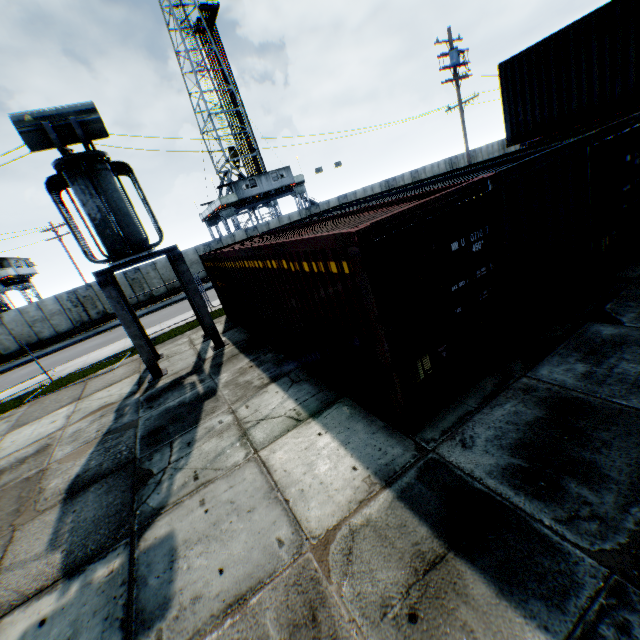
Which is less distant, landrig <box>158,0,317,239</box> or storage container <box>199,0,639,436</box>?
storage container <box>199,0,639,436</box>

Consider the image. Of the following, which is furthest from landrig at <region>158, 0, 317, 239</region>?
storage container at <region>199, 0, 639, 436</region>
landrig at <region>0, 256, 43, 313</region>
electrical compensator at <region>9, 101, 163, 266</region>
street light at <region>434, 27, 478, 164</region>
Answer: electrical compensator at <region>9, 101, 163, 266</region>

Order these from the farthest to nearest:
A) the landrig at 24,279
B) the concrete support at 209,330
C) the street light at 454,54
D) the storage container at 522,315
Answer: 1. the landrig at 24,279
2. the street light at 454,54
3. the concrete support at 209,330
4. the storage container at 522,315

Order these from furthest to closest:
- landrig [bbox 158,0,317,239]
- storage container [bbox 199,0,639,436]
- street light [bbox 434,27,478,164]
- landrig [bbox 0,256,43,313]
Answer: landrig [bbox 158,0,317,239] < landrig [bbox 0,256,43,313] < street light [bbox 434,27,478,164] < storage container [bbox 199,0,639,436]

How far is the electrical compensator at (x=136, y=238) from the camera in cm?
748

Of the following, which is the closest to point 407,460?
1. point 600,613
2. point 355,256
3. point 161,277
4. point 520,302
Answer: point 600,613

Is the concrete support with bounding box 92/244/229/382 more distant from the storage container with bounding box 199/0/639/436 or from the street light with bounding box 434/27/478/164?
the street light with bounding box 434/27/478/164

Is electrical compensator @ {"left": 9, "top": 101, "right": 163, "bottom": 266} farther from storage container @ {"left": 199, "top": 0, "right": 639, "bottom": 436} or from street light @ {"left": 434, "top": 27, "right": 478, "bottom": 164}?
street light @ {"left": 434, "top": 27, "right": 478, "bottom": 164}
